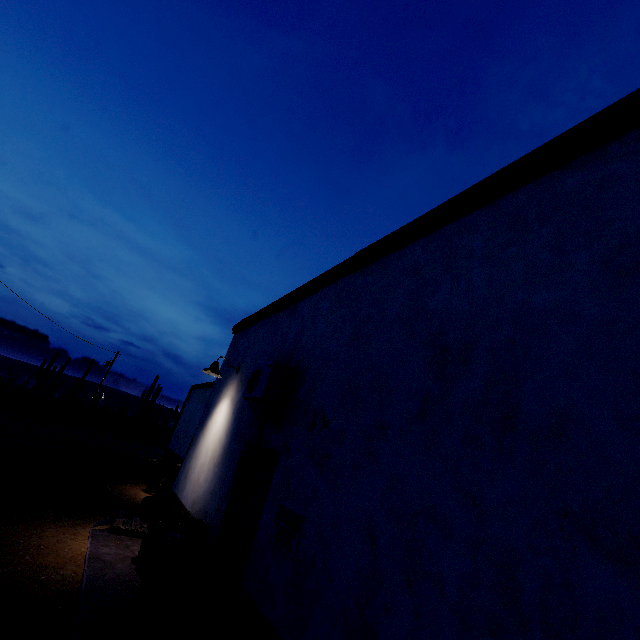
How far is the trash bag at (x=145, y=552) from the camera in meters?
4.9 m

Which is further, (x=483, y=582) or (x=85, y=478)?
(x=85, y=478)

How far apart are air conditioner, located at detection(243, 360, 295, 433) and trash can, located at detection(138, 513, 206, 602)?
1.64m

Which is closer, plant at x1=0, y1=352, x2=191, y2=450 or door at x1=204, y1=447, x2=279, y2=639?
door at x1=204, y1=447, x2=279, y2=639

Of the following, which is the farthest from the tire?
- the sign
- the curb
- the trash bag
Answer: the sign

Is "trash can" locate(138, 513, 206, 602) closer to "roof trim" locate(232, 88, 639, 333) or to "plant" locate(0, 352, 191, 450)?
"roof trim" locate(232, 88, 639, 333)

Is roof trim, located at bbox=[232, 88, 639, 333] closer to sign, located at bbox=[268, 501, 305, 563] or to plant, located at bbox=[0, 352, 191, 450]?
sign, located at bbox=[268, 501, 305, 563]

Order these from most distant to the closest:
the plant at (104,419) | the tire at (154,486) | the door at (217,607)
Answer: the plant at (104,419) → the tire at (154,486) → the door at (217,607)
